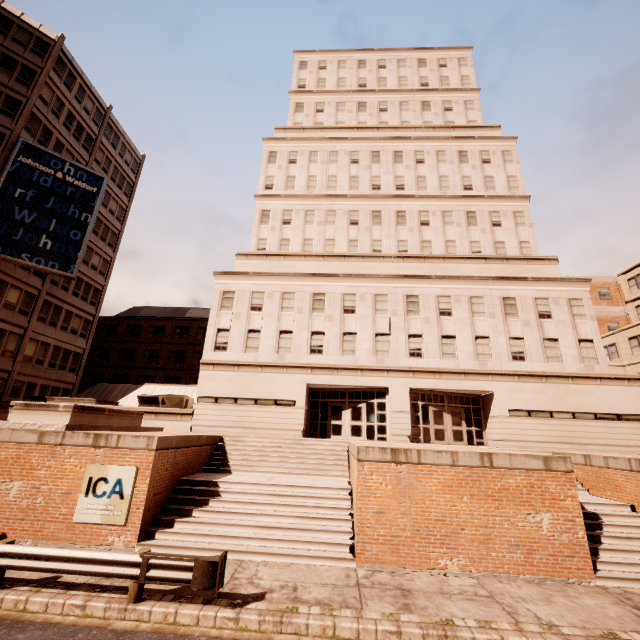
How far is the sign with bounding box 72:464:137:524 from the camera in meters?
10.5 m

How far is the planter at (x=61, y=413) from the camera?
12.75m

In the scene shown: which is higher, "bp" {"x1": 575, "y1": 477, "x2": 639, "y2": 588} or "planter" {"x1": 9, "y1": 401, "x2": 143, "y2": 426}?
"planter" {"x1": 9, "y1": 401, "x2": 143, "y2": 426}

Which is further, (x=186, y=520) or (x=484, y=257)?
(x=484, y=257)

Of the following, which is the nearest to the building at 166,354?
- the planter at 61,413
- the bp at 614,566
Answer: the planter at 61,413

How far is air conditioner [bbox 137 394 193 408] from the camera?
23.7 meters

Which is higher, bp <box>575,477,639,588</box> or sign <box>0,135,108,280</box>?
sign <box>0,135,108,280</box>

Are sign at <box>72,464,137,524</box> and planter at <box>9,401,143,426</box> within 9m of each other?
yes
